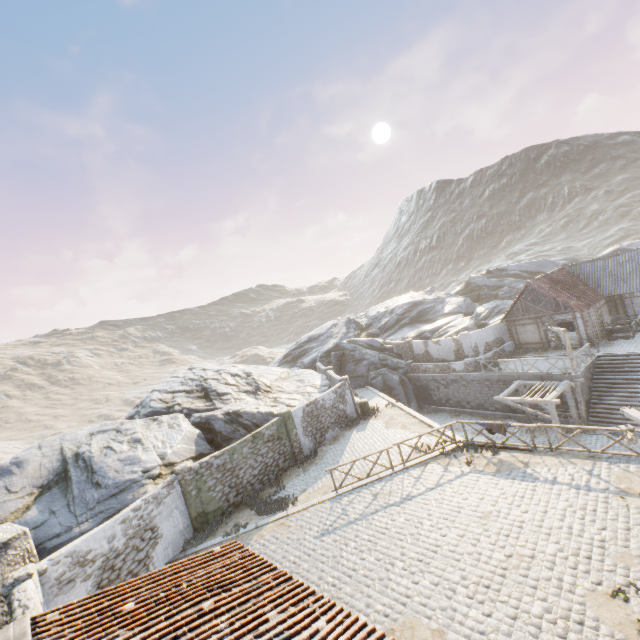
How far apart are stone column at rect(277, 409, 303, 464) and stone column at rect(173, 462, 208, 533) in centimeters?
548cm

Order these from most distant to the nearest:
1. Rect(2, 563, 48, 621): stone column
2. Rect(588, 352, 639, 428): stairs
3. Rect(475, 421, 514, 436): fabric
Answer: Rect(588, 352, 639, 428): stairs < Rect(475, 421, 514, 436): fabric < Rect(2, 563, 48, 621): stone column

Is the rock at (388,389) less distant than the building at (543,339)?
Yes

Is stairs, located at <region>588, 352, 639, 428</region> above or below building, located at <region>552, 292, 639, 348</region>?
below

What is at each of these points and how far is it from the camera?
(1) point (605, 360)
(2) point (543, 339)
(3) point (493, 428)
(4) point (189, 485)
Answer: (1) stairs, 21.9 meters
(2) building, 26.7 meters
(3) fabric, 14.8 meters
(4) stone column, 15.0 meters

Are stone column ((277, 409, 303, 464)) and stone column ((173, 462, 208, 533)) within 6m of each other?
yes

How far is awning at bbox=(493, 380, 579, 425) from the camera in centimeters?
1866cm

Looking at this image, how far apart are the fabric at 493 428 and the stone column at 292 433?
9.9m
